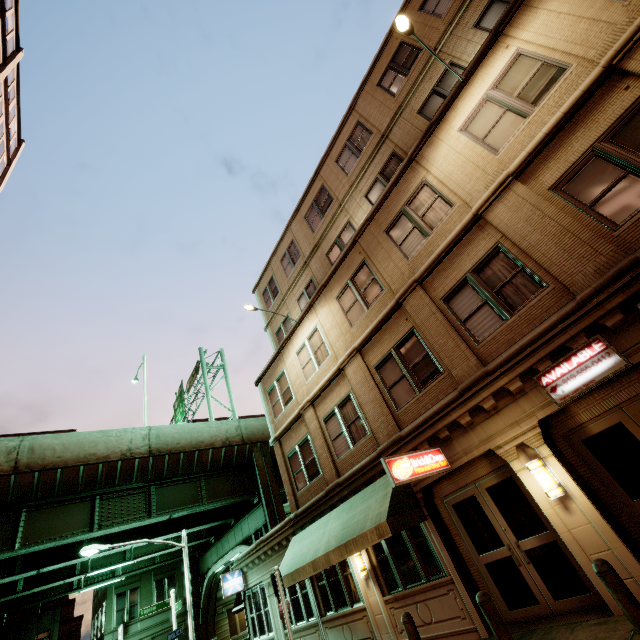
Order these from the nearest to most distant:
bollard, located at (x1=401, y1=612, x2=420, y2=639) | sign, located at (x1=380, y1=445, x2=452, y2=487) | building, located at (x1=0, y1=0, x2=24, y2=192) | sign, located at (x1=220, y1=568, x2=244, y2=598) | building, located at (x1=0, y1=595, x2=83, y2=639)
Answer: bollard, located at (x1=401, y1=612, x2=420, y2=639)
sign, located at (x1=380, y1=445, x2=452, y2=487)
sign, located at (x1=220, y1=568, x2=244, y2=598)
building, located at (x1=0, y1=0, x2=24, y2=192)
building, located at (x1=0, y1=595, x2=83, y2=639)

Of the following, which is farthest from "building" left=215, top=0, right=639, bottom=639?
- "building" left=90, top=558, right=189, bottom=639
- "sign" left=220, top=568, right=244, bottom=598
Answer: "building" left=90, top=558, right=189, bottom=639

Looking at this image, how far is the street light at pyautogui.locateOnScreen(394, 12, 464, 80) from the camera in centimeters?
829cm

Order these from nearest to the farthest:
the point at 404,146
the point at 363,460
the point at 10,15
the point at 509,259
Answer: the point at 509,259 → the point at 363,460 → the point at 404,146 → the point at 10,15

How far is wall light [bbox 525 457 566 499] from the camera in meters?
6.6

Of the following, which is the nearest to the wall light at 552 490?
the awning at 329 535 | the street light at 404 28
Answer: the awning at 329 535

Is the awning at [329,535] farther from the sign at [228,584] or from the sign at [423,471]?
the sign at [228,584]

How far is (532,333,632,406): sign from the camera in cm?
617
